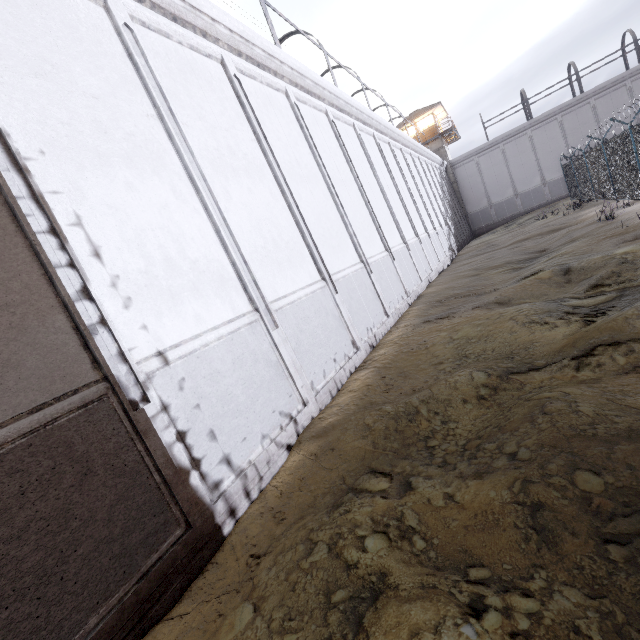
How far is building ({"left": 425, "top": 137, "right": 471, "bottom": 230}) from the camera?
35.4 meters

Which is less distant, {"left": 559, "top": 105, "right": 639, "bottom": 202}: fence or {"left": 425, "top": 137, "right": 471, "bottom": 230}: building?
{"left": 559, "top": 105, "right": 639, "bottom": 202}: fence

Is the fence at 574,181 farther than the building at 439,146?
No

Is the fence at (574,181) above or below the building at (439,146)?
below

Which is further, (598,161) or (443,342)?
(598,161)

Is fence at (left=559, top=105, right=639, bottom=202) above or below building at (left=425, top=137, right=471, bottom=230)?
below
